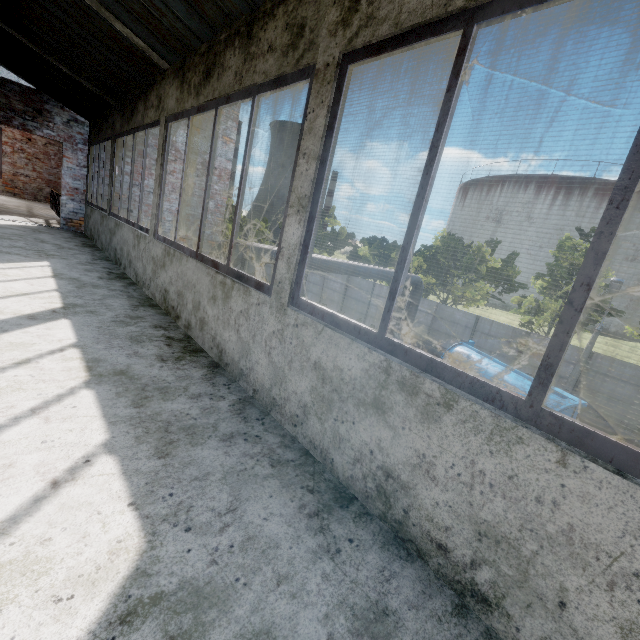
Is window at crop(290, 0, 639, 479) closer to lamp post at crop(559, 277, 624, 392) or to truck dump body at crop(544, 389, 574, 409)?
truck dump body at crop(544, 389, 574, 409)

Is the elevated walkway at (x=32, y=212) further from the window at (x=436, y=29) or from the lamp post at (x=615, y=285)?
the lamp post at (x=615, y=285)

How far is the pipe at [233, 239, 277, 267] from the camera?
10.2 meters

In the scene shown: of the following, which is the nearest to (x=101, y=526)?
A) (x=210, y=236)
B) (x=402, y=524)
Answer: (x=402, y=524)

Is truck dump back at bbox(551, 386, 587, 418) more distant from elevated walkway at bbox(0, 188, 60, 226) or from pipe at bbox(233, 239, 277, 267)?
elevated walkway at bbox(0, 188, 60, 226)

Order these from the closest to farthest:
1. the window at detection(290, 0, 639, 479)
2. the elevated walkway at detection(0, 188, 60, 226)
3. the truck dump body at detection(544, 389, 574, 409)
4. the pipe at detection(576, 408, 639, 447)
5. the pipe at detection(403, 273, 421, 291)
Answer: the window at detection(290, 0, 639, 479) < the elevated walkway at detection(0, 188, 60, 226) < the truck dump body at detection(544, 389, 574, 409) < the pipe at detection(576, 408, 639, 447) < the pipe at detection(403, 273, 421, 291)

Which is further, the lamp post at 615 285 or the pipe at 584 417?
the lamp post at 615 285

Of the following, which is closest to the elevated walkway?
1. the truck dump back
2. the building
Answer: the building
